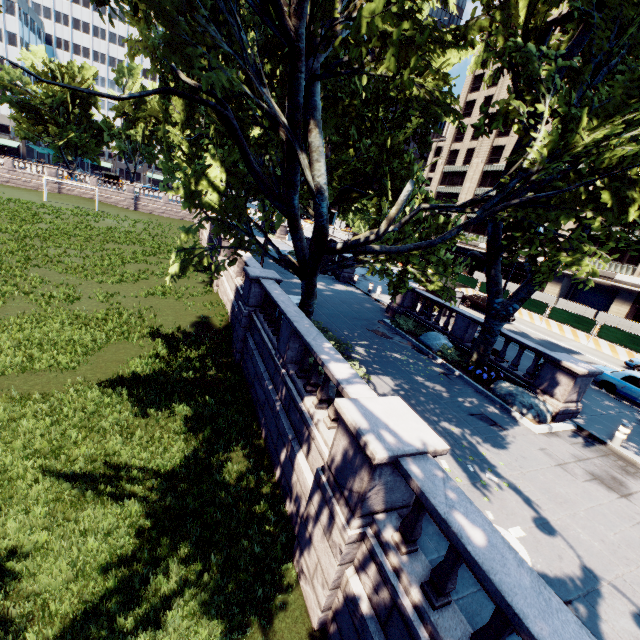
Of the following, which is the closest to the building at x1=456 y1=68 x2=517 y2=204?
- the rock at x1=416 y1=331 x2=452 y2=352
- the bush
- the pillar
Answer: the pillar

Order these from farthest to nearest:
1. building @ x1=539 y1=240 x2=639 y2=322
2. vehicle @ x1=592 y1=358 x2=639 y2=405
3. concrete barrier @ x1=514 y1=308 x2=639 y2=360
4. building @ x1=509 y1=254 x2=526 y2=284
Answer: building @ x1=509 y1=254 x2=526 y2=284
building @ x1=539 y1=240 x2=639 y2=322
concrete barrier @ x1=514 y1=308 x2=639 y2=360
vehicle @ x1=592 y1=358 x2=639 y2=405

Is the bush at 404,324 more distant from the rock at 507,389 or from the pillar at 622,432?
the pillar at 622,432

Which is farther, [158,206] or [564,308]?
[158,206]

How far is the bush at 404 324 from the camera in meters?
17.8 m

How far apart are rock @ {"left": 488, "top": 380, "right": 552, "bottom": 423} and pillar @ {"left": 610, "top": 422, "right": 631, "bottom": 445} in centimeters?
182cm

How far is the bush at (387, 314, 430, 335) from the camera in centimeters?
1778cm

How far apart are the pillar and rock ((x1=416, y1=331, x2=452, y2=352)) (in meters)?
6.64
